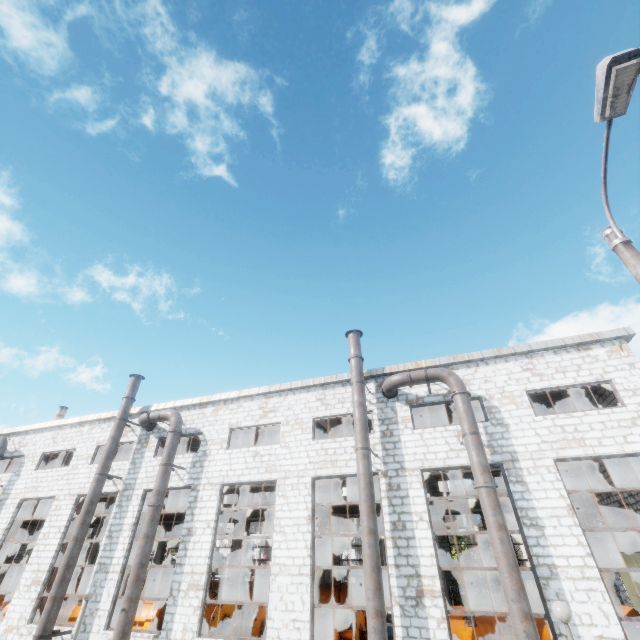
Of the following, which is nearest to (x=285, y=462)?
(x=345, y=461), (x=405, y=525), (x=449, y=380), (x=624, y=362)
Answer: (x=345, y=461)

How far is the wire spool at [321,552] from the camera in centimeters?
2166cm

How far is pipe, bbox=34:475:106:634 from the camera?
12.9m

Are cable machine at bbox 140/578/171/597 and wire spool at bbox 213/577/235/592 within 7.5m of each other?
yes

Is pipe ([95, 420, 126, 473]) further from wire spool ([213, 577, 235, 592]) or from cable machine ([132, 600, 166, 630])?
wire spool ([213, 577, 235, 592])

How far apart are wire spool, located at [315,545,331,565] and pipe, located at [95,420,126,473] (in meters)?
13.83

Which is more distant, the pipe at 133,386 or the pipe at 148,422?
the pipe at 133,386

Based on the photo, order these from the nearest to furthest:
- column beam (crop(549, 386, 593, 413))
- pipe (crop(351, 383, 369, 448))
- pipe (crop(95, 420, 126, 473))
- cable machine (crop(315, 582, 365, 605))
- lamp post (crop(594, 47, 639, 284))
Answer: lamp post (crop(594, 47, 639, 284))
pipe (crop(351, 383, 369, 448))
column beam (crop(549, 386, 593, 413))
pipe (crop(95, 420, 126, 473))
cable machine (crop(315, 582, 365, 605))
